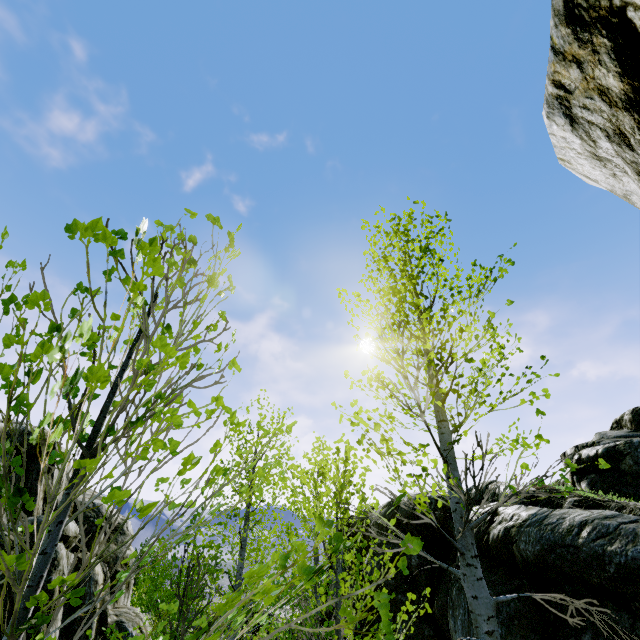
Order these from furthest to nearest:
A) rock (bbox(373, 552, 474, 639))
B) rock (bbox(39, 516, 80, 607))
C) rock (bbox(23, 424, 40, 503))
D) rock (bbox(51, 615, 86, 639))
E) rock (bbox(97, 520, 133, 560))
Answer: rock (bbox(97, 520, 133, 560))
rock (bbox(23, 424, 40, 503))
rock (bbox(51, 615, 86, 639))
rock (bbox(39, 516, 80, 607))
rock (bbox(373, 552, 474, 639))

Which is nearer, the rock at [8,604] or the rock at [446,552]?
the rock at [446,552]

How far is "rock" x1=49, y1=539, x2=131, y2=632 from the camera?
12.40m

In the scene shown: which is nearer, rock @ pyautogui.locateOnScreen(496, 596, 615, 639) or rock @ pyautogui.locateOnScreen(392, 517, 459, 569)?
rock @ pyautogui.locateOnScreen(496, 596, 615, 639)

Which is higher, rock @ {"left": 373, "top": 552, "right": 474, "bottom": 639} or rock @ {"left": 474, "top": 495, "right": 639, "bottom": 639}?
rock @ {"left": 474, "top": 495, "right": 639, "bottom": 639}

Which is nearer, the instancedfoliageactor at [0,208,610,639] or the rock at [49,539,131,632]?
the instancedfoliageactor at [0,208,610,639]

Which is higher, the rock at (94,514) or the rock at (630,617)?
the rock at (94,514)

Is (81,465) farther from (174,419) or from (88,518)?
(88,518)
